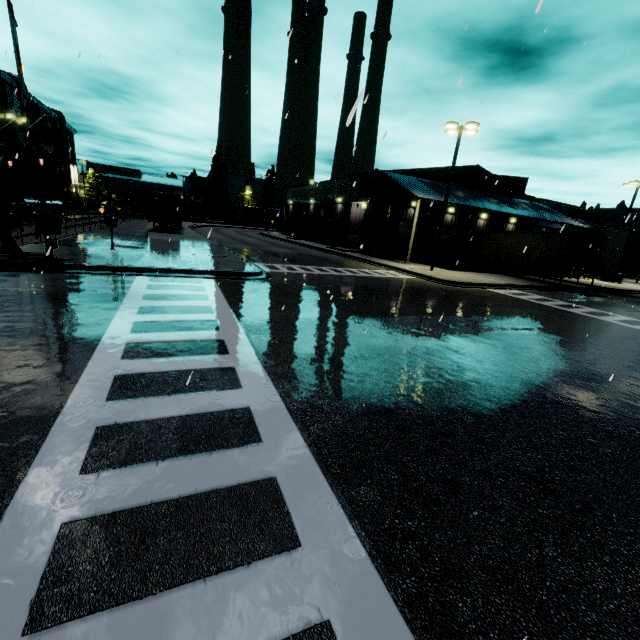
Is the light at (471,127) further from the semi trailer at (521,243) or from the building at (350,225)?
the semi trailer at (521,243)

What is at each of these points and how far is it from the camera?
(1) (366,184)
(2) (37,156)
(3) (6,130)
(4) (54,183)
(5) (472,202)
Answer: (1) tree, 32.6m
(2) railroad crossing gate, 10.3m
(3) railroad crossing overhang, 10.8m
(4) cargo container, 33.7m
(5) building, 29.5m

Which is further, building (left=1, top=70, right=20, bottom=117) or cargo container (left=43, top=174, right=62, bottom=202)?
building (left=1, top=70, right=20, bottom=117)

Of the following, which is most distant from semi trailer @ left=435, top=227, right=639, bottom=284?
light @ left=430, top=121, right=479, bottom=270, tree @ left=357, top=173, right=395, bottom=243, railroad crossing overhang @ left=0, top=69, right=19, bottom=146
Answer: railroad crossing overhang @ left=0, top=69, right=19, bottom=146

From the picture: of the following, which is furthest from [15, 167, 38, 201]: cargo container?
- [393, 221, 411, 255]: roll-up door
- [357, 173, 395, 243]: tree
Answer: [393, 221, 411, 255]: roll-up door

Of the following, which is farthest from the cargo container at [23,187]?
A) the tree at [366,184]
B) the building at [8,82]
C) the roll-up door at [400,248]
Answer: the roll-up door at [400,248]

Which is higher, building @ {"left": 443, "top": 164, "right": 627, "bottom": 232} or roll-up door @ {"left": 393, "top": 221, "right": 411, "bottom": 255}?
building @ {"left": 443, "top": 164, "right": 627, "bottom": 232}

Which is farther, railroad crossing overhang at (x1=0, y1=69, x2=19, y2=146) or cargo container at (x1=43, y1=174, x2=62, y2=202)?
cargo container at (x1=43, y1=174, x2=62, y2=202)
